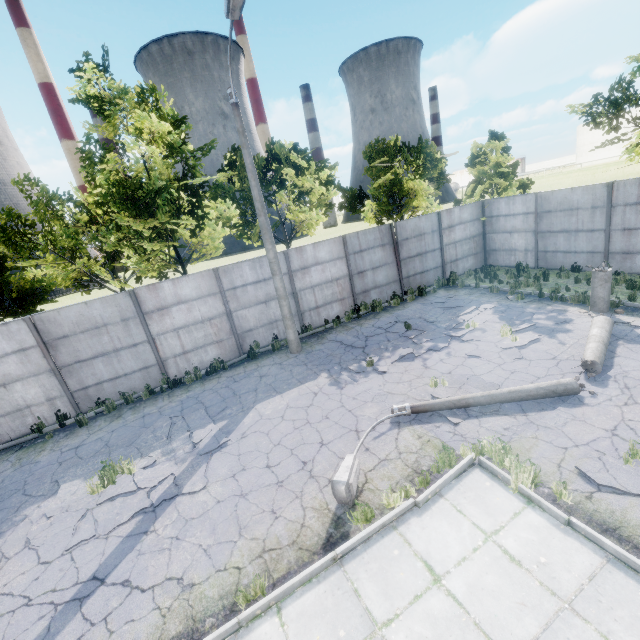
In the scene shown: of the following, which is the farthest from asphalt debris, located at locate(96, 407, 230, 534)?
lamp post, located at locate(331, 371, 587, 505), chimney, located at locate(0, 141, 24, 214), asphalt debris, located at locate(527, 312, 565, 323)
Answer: chimney, located at locate(0, 141, 24, 214)

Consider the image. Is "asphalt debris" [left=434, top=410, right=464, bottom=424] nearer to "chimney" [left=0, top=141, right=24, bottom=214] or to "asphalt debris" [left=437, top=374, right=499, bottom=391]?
"asphalt debris" [left=437, top=374, right=499, bottom=391]

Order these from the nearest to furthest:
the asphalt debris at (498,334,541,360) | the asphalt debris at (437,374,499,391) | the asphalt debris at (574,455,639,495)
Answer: the asphalt debris at (574,455,639,495), the asphalt debris at (437,374,499,391), the asphalt debris at (498,334,541,360)

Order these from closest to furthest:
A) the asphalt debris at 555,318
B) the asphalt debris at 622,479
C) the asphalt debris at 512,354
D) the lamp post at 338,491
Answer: the asphalt debris at 622,479 < the lamp post at 338,491 < the asphalt debris at 512,354 < the asphalt debris at 555,318

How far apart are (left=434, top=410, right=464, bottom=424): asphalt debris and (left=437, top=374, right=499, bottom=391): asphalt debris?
0.4m

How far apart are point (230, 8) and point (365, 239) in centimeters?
934cm

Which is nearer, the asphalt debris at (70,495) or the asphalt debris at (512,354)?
the asphalt debris at (70,495)

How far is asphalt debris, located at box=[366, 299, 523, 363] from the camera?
10.5 meters
